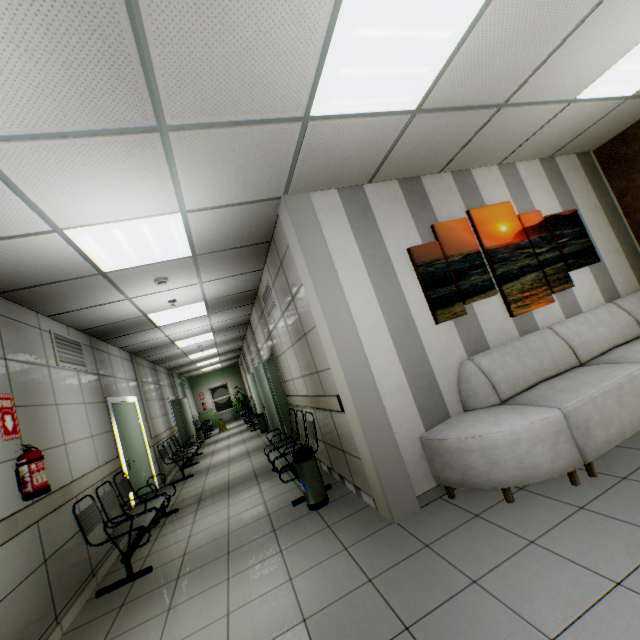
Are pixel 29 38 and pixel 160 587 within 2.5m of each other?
no

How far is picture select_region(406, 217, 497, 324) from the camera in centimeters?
347cm

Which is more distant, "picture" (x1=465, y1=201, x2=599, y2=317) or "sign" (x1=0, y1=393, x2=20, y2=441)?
"picture" (x1=465, y1=201, x2=599, y2=317)

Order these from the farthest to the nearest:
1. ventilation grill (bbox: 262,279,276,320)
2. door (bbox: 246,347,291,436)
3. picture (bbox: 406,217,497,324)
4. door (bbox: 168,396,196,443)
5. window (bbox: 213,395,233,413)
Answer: window (bbox: 213,395,233,413), door (bbox: 168,396,196,443), door (bbox: 246,347,291,436), ventilation grill (bbox: 262,279,276,320), picture (bbox: 406,217,497,324)

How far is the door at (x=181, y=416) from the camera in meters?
12.4

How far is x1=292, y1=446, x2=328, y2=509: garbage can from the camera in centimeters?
367cm

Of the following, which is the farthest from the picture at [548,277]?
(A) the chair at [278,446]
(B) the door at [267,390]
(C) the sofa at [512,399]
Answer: (B) the door at [267,390]

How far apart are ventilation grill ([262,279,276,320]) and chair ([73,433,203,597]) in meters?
3.1 m
